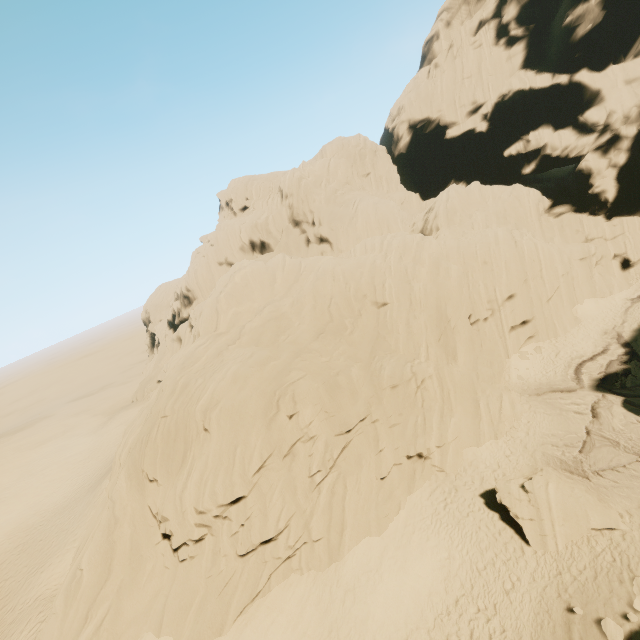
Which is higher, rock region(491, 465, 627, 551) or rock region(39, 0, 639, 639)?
rock region(39, 0, 639, 639)

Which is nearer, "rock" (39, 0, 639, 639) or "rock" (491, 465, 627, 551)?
"rock" (491, 465, 627, 551)

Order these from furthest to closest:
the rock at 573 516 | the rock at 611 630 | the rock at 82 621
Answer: the rock at 82 621 → the rock at 573 516 → the rock at 611 630

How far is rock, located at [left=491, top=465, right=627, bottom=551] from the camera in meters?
14.5

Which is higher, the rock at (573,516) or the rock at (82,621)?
the rock at (82,621)

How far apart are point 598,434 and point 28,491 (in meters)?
46.39
